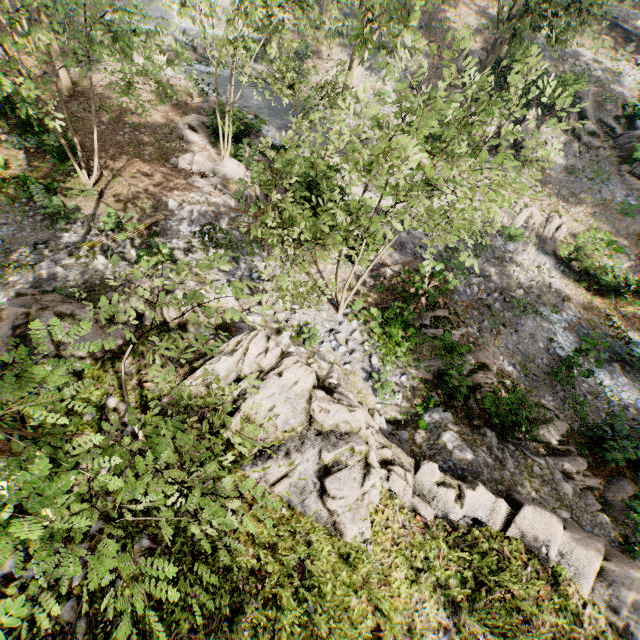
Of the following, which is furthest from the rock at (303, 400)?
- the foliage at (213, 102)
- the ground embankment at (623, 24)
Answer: the ground embankment at (623, 24)

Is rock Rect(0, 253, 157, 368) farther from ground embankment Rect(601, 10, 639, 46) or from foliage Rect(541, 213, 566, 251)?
ground embankment Rect(601, 10, 639, 46)

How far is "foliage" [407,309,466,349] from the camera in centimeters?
1366cm

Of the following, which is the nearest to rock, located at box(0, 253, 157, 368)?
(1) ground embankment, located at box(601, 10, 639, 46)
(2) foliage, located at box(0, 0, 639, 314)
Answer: (2) foliage, located at box(0, 0, 639, 314)

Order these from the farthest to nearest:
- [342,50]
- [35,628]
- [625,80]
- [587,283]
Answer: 1. [342,50]
2. [625,80]
3. [587,283]
4. [35,628]

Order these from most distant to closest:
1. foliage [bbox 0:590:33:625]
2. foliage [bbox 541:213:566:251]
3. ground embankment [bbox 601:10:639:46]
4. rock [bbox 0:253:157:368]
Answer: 1. ground embankment [bbox 601:10:639:46]
2. foliage [bbox 541:213:566:251]
3. rock [bbox 0:253:157:368]
4. foliage [bbox 0:590:33:625]

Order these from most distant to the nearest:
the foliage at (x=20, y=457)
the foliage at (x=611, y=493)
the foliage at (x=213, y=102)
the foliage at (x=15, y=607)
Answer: the foliage at (x=611, y=493)
the foliage at (x=213, y=102)
the foliage at (x=20, y=457)
the foliage at (x=15, y=607)
